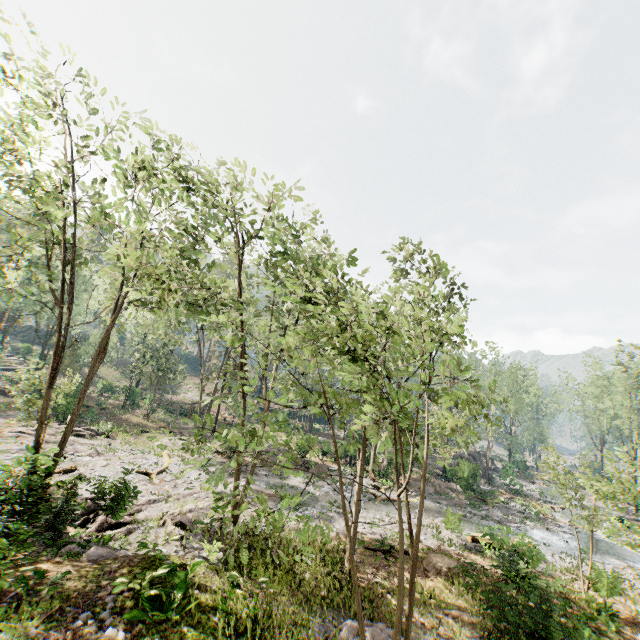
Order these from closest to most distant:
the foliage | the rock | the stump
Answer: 1. the foliage
2. the stump
3. the rock

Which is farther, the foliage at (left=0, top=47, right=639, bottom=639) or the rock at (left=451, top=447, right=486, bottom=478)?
the rock at (left=451, top=447, right=486, bottom=478)

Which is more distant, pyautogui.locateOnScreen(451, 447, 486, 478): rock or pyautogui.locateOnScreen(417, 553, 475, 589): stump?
pyautogui.locateOnScreen(451, 447, 486, 478): rock

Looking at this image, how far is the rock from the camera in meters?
35.2

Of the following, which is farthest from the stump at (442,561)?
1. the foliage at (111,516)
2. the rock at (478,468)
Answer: the rock at (478,468)

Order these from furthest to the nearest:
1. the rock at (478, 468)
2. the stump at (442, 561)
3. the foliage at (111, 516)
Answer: the rock at (478, 468) → the stump at (442, 561) → the foliage at (111, 516)

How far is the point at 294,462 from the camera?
32.5m

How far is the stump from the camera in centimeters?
1480cm
